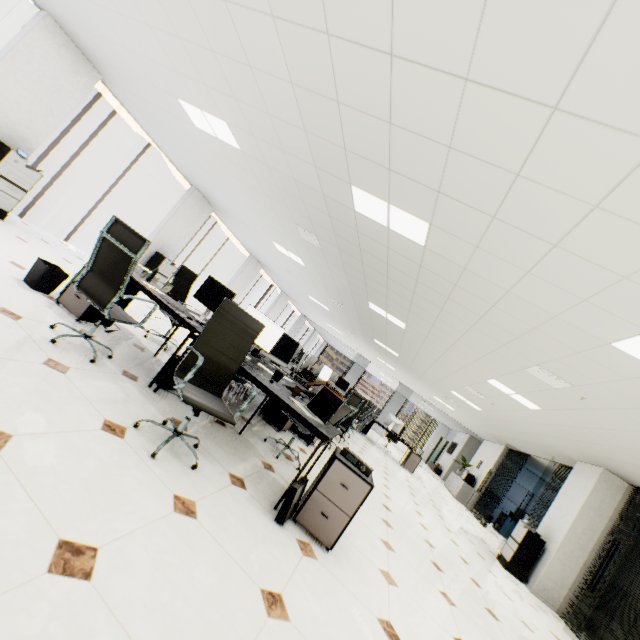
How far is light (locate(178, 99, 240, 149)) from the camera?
4.35m

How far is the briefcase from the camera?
2.5 meters

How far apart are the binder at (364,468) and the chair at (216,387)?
0.98m

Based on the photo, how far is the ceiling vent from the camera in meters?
4.5 m

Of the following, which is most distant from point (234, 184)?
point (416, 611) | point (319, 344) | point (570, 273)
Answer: point (319, 344)

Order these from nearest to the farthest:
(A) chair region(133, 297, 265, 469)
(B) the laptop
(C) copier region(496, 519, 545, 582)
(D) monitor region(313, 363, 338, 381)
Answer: (A) chair region(133, 297, 265, 469)
(B) the laptop
(C) copier region(496, 519, 545, 582)
(D) monitor region(313, 363, 338, 381)

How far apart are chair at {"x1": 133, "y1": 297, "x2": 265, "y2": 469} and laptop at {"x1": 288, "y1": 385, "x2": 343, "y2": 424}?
0.6m

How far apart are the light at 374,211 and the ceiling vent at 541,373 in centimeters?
260cm
